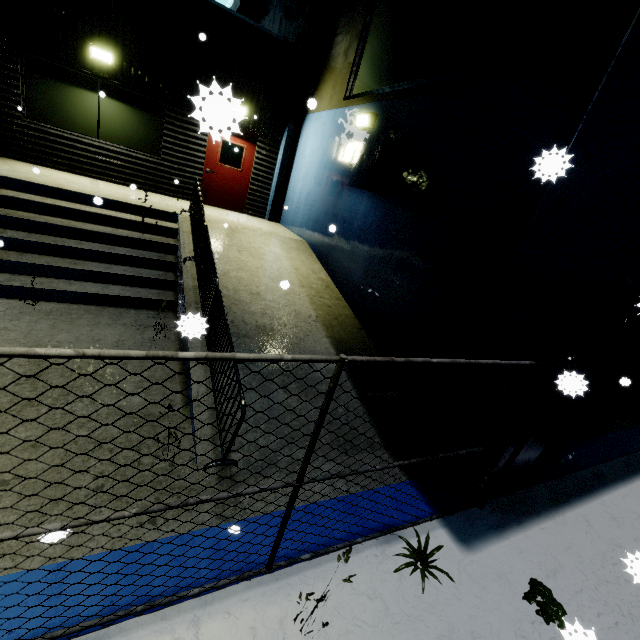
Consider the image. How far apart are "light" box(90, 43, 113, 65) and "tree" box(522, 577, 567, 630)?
12.6 meters

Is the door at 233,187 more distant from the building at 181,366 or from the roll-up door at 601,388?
the roll-up door at 601,388

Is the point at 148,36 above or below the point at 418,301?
above

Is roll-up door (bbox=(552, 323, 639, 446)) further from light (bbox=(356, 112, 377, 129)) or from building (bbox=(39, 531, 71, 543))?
light (bbox=(356, 112, 377, 129))

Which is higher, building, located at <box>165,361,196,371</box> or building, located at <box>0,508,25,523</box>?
building, located at <box>165,361,196,371</box>

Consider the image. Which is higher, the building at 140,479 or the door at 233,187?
the door at 233,187

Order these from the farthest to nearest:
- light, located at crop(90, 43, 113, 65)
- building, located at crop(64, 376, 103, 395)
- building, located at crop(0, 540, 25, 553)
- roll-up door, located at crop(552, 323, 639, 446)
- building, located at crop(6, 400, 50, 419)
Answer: light, located at crop(90, 43, 113, 65) → roll-up door, located at crop(552, 323, 639, 446) → building, located at crop(64, 376, 103, 395) → building, located at crop(6, 400, 50, 419) → building, located at crop(0, 540, 25, 553)

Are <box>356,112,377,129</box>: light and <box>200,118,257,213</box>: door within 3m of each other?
no
